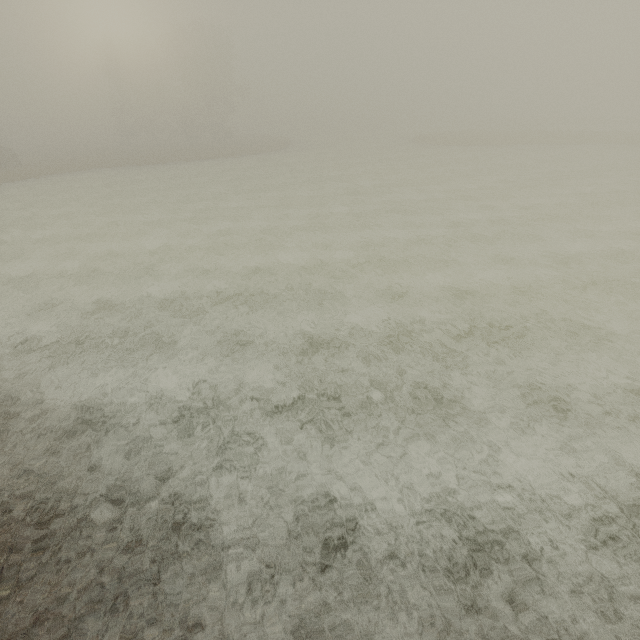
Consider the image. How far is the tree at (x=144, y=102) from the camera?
42.2m

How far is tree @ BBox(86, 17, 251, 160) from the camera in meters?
42.2 m

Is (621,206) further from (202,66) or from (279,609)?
(202,66)
